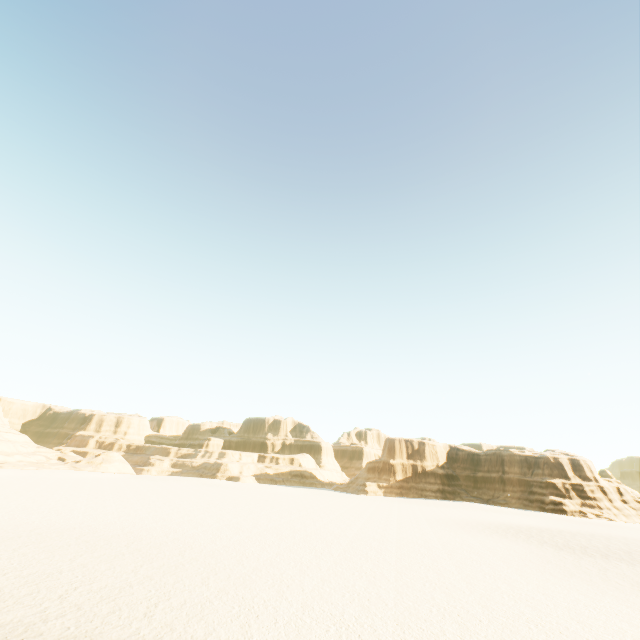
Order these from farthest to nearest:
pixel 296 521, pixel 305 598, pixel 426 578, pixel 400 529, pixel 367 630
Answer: pixel 400 529, pixel 296 521, pixel 426 578, pixel 305 598, pixel 367 630
